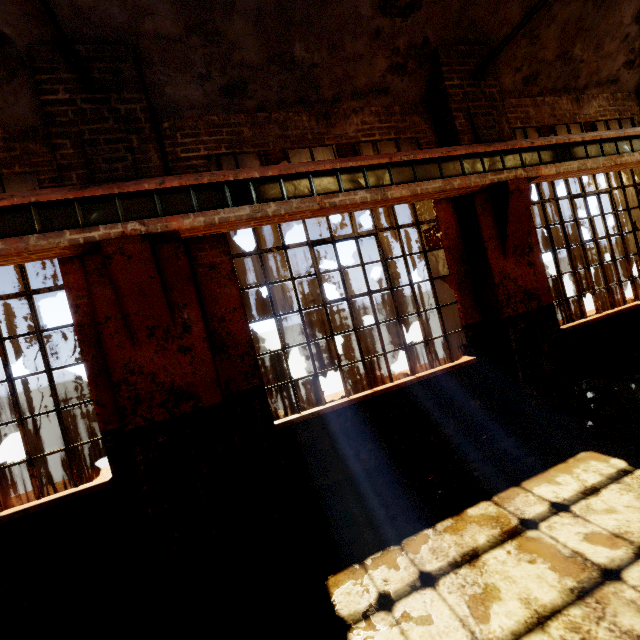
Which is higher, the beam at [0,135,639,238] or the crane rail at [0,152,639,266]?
the beam at [0,135,639,238]

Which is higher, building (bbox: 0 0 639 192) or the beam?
building (bbox: 0 0 639 192)

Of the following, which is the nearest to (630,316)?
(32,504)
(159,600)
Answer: (159,600)

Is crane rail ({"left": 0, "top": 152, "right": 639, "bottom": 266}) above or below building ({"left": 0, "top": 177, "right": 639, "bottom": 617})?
above

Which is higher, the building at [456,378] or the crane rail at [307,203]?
the crane rail at [307,203]

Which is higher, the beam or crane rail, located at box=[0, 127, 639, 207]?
crane rail, located at box=[0, 127, 639, 207]

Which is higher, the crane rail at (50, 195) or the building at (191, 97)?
the building at (191, 97)
